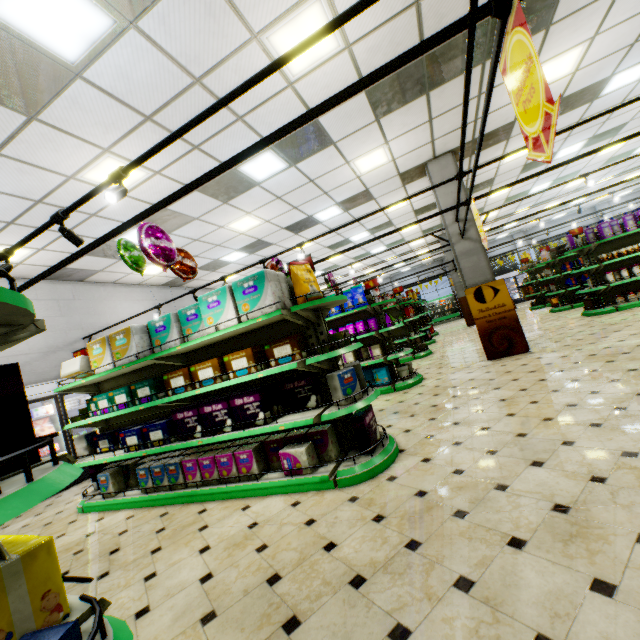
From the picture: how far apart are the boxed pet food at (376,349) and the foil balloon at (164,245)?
3.29m

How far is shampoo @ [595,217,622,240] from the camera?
8.48m

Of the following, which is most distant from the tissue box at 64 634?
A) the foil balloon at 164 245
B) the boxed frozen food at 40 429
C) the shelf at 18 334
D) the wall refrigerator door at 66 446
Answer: the boxed frozen food at 40 429

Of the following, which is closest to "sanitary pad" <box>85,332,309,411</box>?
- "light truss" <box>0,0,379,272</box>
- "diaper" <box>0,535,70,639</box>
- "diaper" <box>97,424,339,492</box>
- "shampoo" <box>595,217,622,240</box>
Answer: "diaper" <box>97,424,339,492</box>

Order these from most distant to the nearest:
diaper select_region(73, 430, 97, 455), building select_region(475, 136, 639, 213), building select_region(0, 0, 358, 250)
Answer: building select_region(475, 136, 639, 213) < diaper select_region(73, 430, 97, 455) < building select_region(0, 0, 358, 250)

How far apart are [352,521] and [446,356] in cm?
756

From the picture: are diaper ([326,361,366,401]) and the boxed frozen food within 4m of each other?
no

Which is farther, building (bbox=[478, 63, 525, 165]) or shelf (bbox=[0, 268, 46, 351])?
building (bbox=[478, 63, 525, 165])
